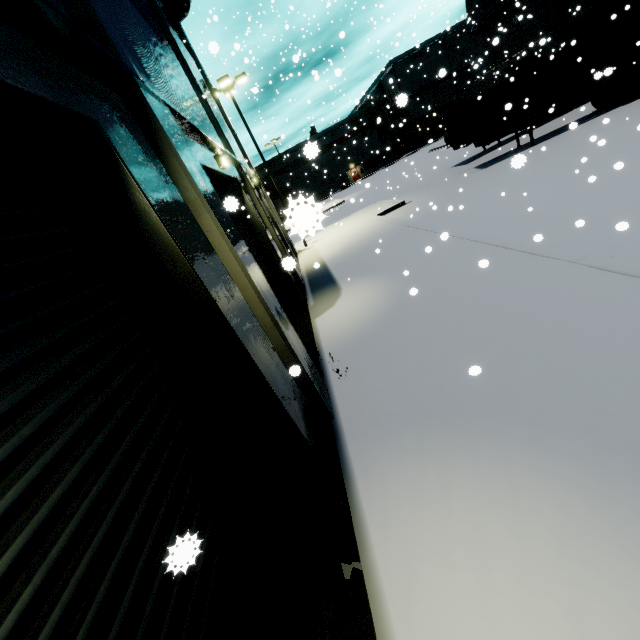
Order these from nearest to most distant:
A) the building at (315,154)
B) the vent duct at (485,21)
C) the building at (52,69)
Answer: the building at (52,69) < the building at (315,154) < the vent duct at (485,21)

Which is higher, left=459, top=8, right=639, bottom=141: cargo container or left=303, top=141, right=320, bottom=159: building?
left=303, top=141, right=320, bottom=159: building

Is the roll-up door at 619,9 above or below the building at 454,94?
below

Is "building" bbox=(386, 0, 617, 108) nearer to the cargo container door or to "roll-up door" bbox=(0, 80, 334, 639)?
"roll-up door" bbox=(0, 80, 334, 639)

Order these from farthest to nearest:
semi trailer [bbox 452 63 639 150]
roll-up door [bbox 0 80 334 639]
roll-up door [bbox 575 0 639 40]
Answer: roll-up door [bbox 575 0 639 40] → semi trailer [bbox 452 63 639 150] → roll-up door [bbox 0 80 334 639]

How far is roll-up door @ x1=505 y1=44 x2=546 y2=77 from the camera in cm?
2654

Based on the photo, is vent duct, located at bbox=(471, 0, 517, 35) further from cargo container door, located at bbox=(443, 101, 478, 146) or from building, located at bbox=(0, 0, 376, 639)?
cargo container door, located at bbox=(443, 101, 478, 146)

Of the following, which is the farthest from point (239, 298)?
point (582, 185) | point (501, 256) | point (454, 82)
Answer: point (454, 82)
